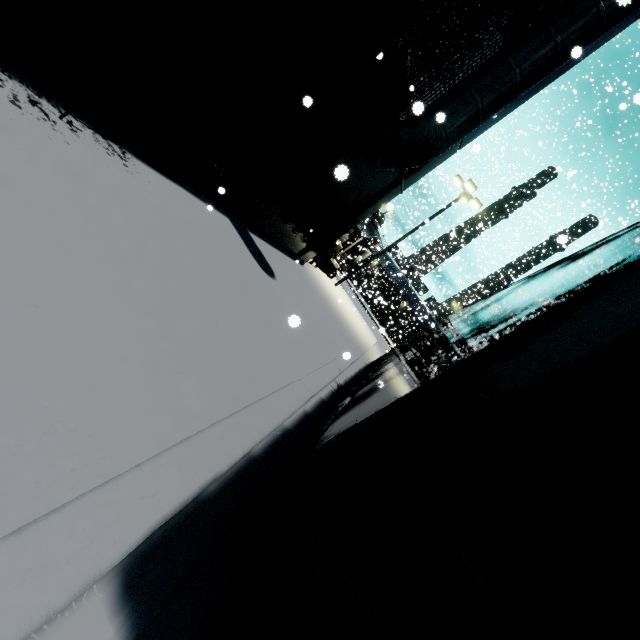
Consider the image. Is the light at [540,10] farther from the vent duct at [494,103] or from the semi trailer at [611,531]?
the semi trailer at [611,531]

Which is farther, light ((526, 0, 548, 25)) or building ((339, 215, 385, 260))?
building ((339, 215, 385, 260))

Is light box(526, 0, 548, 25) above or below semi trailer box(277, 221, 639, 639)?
above

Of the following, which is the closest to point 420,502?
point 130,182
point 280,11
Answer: point 130,182

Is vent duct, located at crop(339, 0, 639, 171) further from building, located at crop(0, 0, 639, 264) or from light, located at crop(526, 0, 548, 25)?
light, located at crop(526, 0, 548, 25)

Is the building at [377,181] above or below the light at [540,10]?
below

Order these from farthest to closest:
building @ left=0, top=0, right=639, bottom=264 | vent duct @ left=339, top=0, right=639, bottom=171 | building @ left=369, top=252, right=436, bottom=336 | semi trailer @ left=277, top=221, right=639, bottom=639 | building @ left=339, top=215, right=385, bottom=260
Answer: building @ left=339, top=215, right=385, bottom=260 → building @ left=369, top=252, right=436, bottom=336 → vent duct @ left=339, top=0, right=639, bottom=171 → building @ left=0, top=0, right=639, bottom=264 → semi trailer @ left=277, top=221, right=639, bottom=639
